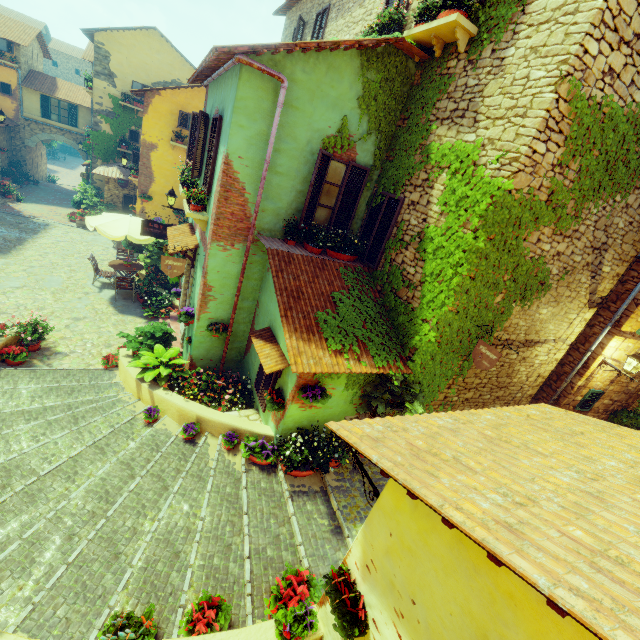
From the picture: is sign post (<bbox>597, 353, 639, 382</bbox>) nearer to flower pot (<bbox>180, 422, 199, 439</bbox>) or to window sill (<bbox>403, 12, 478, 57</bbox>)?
window sill (<bbox>403, 12, 478, 57</bbox>)

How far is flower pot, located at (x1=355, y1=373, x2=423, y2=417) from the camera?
6.1m

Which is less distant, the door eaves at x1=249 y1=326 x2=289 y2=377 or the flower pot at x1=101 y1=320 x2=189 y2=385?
the door eaves at x1=249 y1=326 x2=289 y2=377

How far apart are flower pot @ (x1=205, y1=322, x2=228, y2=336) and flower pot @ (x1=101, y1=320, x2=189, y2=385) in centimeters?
87cm

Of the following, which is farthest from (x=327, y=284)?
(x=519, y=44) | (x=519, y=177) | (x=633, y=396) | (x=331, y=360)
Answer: (x=633, y=396)

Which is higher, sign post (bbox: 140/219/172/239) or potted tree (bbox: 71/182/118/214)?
sign post (bbox: 140/219/172/239)

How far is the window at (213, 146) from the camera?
6.9m

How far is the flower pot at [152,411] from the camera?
6.84m
